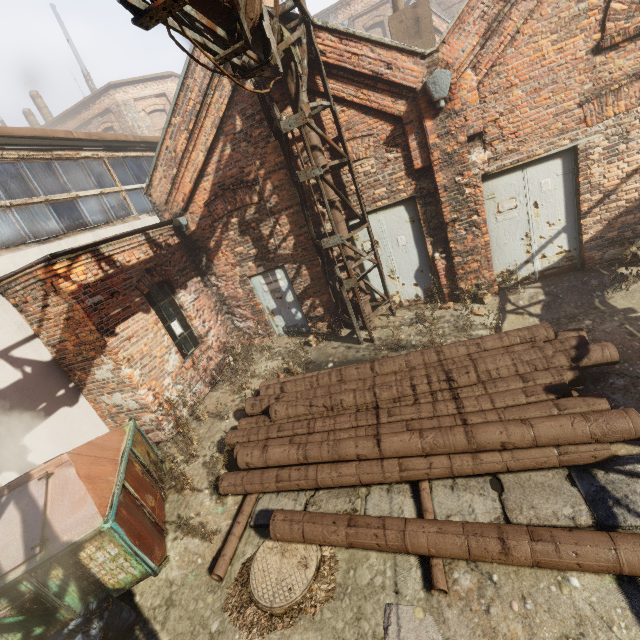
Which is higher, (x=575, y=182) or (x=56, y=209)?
(x=56, y=209)

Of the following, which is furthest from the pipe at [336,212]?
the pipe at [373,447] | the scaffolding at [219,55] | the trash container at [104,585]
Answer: the trash container at [104,585]

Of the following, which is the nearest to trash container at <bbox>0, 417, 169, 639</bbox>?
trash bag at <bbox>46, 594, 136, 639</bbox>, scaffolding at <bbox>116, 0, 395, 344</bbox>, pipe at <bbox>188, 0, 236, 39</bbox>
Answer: trash bag at <bbox>46, 594, 136, 639</bbox>

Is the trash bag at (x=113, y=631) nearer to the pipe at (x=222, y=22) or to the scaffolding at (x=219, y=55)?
the scaffolding at (x=219, y=55)

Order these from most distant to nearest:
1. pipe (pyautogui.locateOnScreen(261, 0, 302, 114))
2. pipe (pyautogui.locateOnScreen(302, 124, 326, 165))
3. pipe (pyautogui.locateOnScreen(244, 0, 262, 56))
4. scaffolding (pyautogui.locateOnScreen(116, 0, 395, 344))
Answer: pipe (pyautogui.locateOnScreen(302, 124, 326, 165)) → pipe (pyautogui.locateOnScreen(261, 0, 302, 114)) → pipe (pyautogui.locateOnScreen(244, 0, 262, 56)) → scaffolding (pyautogui.locateOnScreen(116, 0, 395, 344))

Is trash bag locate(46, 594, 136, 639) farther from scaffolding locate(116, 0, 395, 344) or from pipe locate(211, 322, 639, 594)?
scaffolding locate(116, 0, 395, 344)

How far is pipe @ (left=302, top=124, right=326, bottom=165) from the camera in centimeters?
621cm
